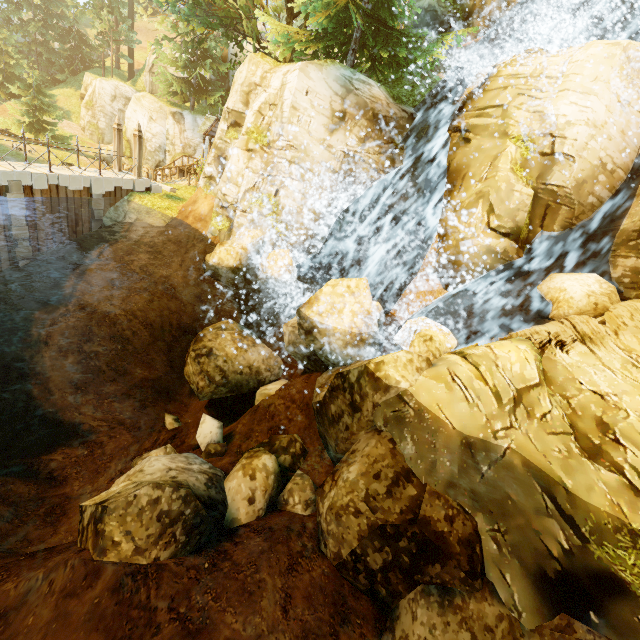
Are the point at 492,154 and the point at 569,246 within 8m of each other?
yes

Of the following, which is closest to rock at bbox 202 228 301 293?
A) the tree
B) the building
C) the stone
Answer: the tree

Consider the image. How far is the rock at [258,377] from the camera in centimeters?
1245cm

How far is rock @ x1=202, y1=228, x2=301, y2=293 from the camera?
11.85m

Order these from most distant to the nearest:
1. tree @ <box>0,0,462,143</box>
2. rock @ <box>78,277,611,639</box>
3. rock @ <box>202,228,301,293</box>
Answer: tree @ <box>0,0,462,143</box>, rock @ <box>202,228,301,293</box>, rock @ <box>78,277,611,639</box>

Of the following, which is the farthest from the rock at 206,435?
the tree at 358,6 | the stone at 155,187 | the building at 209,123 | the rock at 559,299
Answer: the building at 209,123

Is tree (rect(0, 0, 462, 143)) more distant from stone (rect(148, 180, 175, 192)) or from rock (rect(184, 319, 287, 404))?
rock (rect(184, 319, 287, 404))

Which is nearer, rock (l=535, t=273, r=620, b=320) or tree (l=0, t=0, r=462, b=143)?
rock (l=535, t=273, r=620, b=320)
